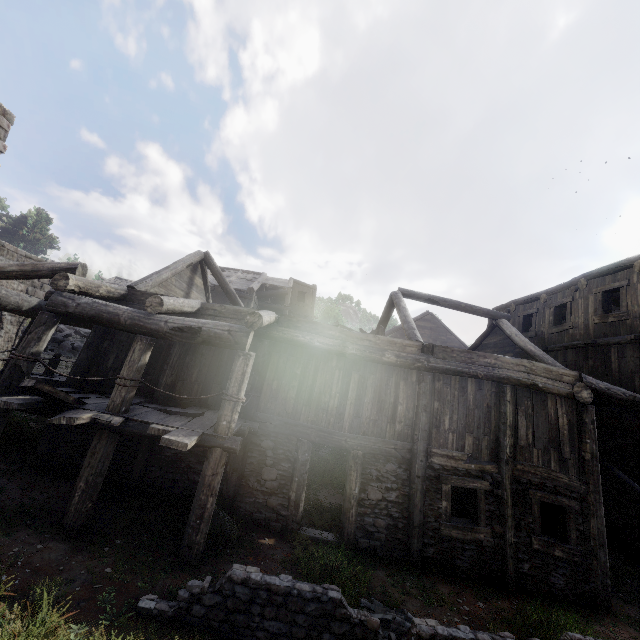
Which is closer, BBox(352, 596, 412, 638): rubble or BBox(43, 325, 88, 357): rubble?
BBox(352, 596, 412, 638): rubble

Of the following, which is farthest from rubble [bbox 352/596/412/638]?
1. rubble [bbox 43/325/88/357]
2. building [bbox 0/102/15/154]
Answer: rubble [bbox 43/325/88/357]

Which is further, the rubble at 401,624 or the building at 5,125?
the building at 5,125

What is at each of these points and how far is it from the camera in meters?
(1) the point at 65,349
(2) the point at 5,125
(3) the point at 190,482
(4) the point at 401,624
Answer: (1) rubble, 20.4
(2) building, 12.5
(3) building, 8.4
(4) rubble, 5.5

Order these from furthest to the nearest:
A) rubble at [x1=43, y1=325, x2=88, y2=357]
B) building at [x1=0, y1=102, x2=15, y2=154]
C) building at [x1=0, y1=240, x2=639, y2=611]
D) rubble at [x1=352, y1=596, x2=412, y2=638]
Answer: rubble at [x1=43, y1=325, x2=88, y2=357], building at [x1=0, y1=102, x2=15, y2=154], building at [x1=0, y1=240, x2=639, y2=611], rubble at [x1=352, y1=596, x2=412, y2=638]

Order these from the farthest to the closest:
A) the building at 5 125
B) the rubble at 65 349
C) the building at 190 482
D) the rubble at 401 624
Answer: the rubble at 65 349, the building at 5 125, the building at 190 482, the rubble at 401 624

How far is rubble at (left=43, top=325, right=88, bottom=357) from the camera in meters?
20.1 m
